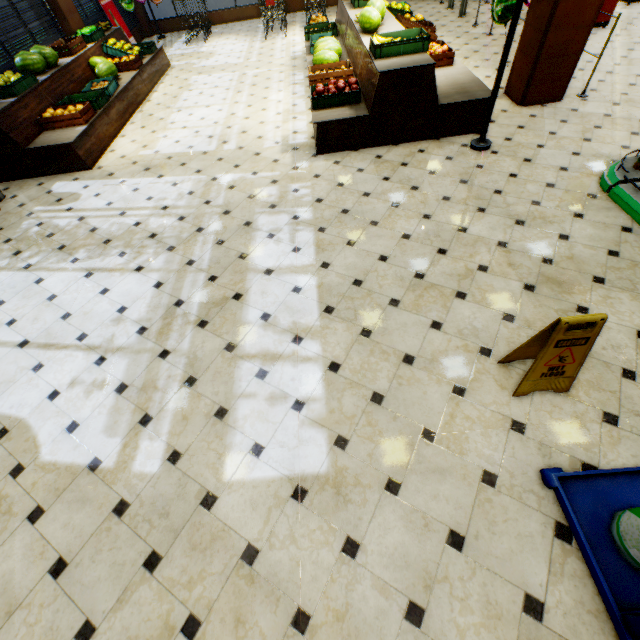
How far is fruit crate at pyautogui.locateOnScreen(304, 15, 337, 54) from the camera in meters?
7.0 m

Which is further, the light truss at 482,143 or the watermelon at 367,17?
the watermelon at 367,17

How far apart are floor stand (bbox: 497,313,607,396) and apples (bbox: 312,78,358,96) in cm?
444

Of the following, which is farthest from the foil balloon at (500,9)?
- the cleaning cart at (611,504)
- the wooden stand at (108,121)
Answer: the wooden stand at (108,121)

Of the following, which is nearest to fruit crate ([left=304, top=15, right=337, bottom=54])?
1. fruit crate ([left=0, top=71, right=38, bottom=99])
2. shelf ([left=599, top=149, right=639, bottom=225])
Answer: fruit crate ([left=0, top=71, right=38, bottom=99])

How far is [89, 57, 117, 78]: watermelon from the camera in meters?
6.8

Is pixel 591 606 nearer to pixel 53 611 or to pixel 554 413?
pixel 554 413

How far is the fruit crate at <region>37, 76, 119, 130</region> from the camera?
5.5 meters
